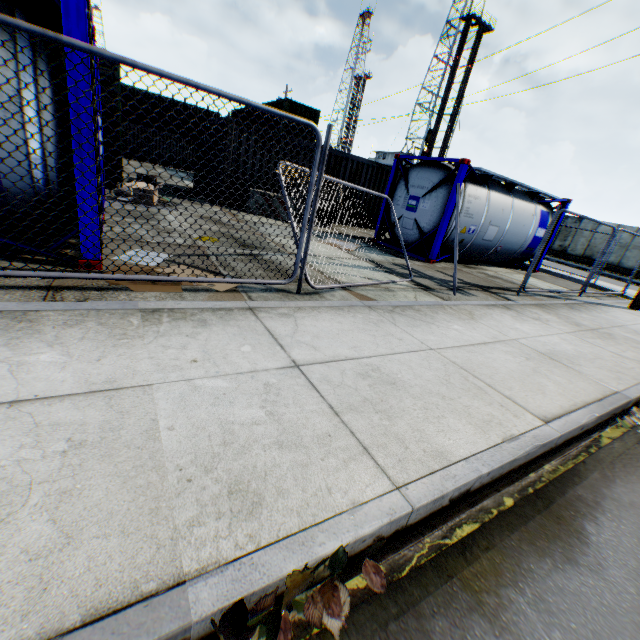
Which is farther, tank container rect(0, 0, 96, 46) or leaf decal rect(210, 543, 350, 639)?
tank container rect(0, 0, 96, 46)

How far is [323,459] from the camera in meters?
2.0

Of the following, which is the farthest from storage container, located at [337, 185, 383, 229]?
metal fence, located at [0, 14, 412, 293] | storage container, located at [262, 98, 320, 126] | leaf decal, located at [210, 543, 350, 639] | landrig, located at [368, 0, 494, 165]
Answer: landrig, located at [368, 0, 494, 165]

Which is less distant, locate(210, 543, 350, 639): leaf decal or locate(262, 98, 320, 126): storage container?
locate(210, 543, 350, 639): leaf decal

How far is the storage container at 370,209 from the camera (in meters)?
14.88

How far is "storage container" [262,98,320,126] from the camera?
20.4m

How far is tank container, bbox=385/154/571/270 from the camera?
9.8m

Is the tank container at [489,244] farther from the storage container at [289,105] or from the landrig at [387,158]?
the landrig at [387,158]
